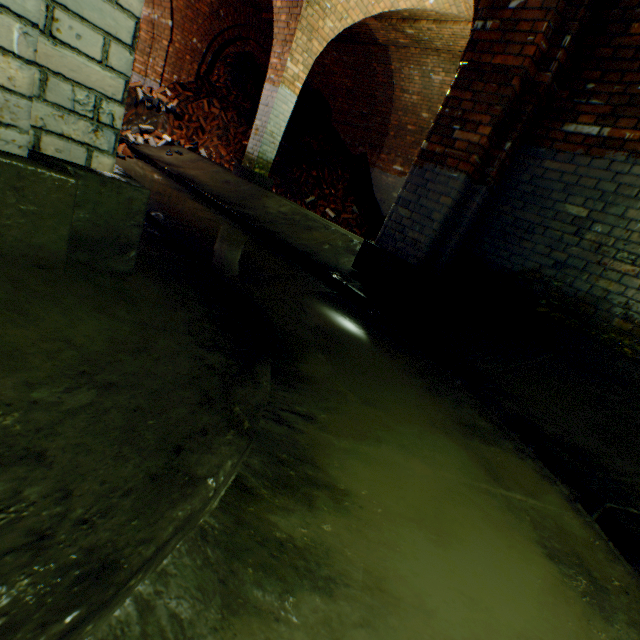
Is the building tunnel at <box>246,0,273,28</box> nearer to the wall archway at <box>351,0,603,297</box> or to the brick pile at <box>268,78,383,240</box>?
the brick pile at <box>268,78,383,240</box>

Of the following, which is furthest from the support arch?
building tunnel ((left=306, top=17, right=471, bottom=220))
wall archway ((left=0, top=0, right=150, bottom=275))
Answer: building tunnel ((left=306, top=17, right=471, bottom=220))

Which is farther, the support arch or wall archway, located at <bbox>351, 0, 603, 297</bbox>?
the support arch

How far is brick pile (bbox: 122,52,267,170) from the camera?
8.42m

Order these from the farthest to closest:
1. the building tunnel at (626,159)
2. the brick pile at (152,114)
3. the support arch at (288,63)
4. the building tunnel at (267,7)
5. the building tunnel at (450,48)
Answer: the building tunnel at (267,7) → the brick pile at (152,114) → the building tunnel at (450,48) → the support arch at (288,63) → the building tunnel at (626,159)

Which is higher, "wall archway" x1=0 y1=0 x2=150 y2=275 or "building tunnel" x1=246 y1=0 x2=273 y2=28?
"building tunnel" x1=246 y1=0 x2=273 y2=28

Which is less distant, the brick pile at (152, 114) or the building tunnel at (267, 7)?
the brick pile at (152, 114)

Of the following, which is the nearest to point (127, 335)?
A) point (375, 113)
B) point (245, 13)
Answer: point (375, 113)
